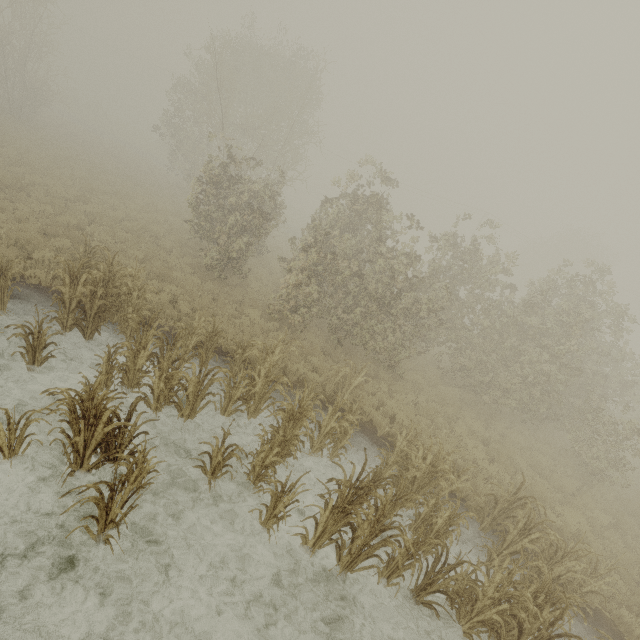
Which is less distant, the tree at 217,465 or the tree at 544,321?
the tree at 217,465

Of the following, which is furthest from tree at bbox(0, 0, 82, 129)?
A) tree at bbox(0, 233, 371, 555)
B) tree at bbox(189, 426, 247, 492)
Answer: tree at bbox(189, 426, 247, 492)

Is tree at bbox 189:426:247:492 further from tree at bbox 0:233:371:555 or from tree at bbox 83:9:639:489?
tree at bbox 83:9:639:489

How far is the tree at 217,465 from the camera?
5.4m

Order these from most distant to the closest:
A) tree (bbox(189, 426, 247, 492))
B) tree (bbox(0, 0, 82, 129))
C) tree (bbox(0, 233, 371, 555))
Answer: tree (bbox(0, 0, 82, 129)) < tree (bbox(189, 426, 247, 492)) < tree (bbox(0, 233, 371, 555))

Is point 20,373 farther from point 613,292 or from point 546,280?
point 613,292

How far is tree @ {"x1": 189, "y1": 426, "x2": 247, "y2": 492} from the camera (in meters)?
5.37
